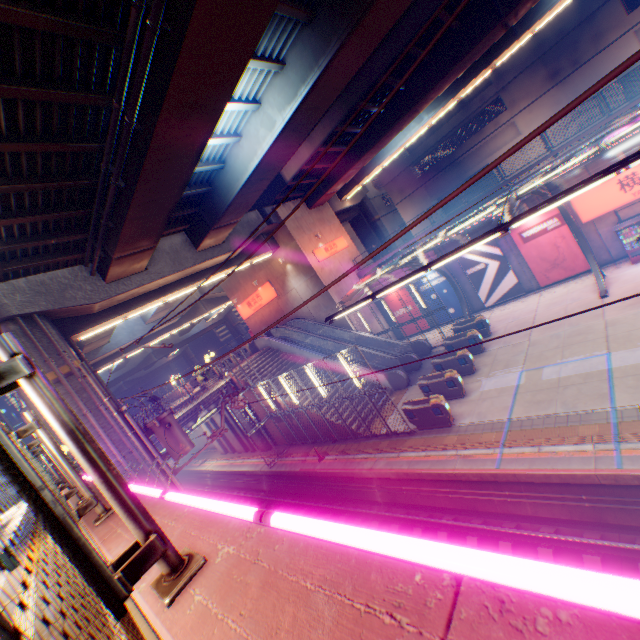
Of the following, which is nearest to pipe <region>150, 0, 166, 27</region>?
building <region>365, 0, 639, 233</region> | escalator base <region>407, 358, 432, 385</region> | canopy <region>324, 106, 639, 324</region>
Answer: canopy <region>324, 106, 639, 324</region>

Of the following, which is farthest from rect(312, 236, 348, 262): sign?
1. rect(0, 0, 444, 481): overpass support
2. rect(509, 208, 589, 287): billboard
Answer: rect(509, 208, 589, 287): billboard

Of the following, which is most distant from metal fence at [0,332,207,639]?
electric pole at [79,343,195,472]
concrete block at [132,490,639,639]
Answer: electric pole at [79,343,195,472]

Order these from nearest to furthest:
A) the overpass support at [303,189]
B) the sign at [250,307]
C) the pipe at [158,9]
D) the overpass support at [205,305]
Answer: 1. the pipe at [158,9]
2. the overpass support at [303,189]
3. the sign at [250,307]
4. the overpass support at [205,305]

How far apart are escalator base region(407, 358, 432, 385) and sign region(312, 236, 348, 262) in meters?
10.5 m

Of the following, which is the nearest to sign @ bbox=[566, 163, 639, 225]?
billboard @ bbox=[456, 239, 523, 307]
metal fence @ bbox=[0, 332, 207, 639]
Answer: metal fence @ bbox=[0, 332, 207, 639]

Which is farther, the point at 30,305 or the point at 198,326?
the point at 198,326

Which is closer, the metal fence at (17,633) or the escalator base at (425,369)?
the metal fence at (17,633)
